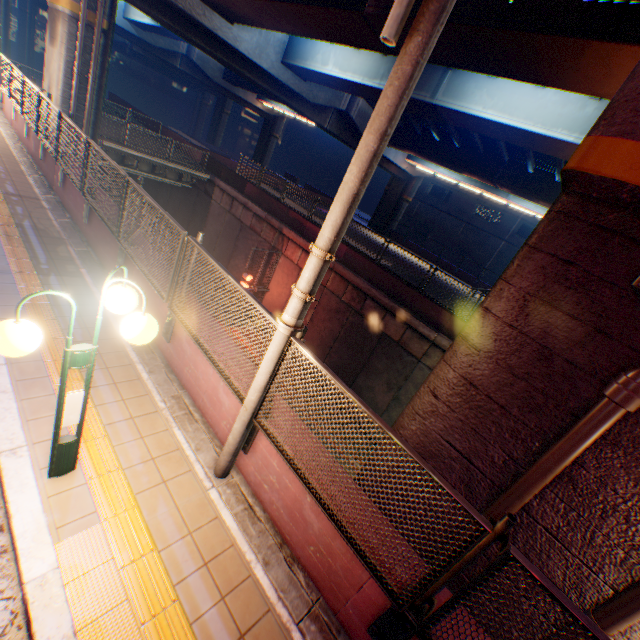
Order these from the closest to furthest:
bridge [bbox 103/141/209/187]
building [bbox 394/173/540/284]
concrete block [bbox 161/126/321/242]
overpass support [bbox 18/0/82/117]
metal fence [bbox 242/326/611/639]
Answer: metal fence [bbox 242/326/611/639] < overpass support [bbox 18/0/82/117] < concrete block [bbox 161/126/321/242] < bridge [bbox 103/141/209/187] < building [bbox 394/173/540/284]

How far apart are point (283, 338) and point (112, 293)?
1.6m

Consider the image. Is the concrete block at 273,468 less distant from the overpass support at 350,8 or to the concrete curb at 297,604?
the concrete curb at 297,604

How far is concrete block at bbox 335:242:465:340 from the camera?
12.9m

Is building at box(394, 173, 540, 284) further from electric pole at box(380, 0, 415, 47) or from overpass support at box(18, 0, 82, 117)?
electric pole at box(380, 0, 415, 47)

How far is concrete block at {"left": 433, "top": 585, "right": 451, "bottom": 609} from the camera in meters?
2.9 m

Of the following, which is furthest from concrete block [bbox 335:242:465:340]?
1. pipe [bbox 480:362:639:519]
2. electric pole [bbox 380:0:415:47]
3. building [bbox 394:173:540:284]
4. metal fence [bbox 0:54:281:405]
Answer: electric pole [bbox 380:0:415:47]

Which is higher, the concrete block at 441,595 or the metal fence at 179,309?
the metal fence at 179,309
